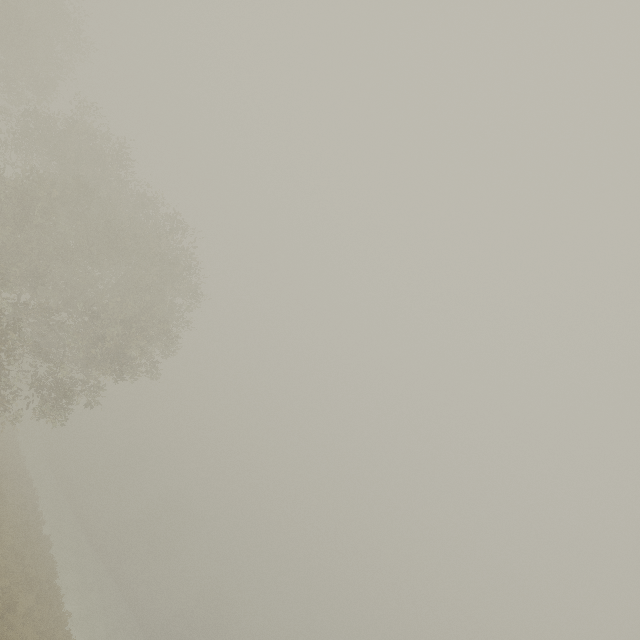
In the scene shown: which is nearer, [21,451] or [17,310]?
[17,310]
